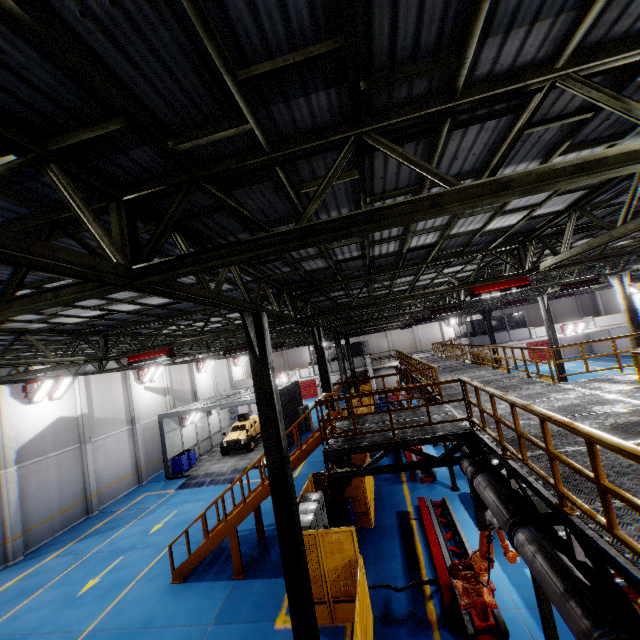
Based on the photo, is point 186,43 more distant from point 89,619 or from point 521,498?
point 89,619

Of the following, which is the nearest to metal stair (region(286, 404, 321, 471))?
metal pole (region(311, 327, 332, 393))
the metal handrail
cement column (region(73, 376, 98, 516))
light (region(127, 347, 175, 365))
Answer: the metal handrail

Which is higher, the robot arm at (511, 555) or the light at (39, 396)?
the light at (39, 396)

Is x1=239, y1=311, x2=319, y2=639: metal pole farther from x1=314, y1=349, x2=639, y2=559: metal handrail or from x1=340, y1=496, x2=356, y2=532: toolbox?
x1=340, y1=496, x2=356, y2=532: toolbox

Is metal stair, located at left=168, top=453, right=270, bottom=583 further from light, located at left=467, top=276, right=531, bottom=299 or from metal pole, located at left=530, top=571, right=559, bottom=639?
light, located at left=467, top=276, right=531, bottom=299

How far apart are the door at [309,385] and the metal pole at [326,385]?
33.92m

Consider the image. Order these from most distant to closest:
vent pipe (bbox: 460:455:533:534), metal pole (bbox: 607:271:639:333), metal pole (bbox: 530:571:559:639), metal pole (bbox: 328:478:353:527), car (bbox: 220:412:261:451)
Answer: car (bbox: 220:412:261:451), metal pole (bbox: 607:271:639:333), metal pole (bbox: 328:478:353:527), metal pole (bbox: 530:571:559:639), vent pipe (bbox: 460:455:533:534)

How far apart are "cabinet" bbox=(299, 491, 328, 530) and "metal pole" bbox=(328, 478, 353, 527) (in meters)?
0.64
